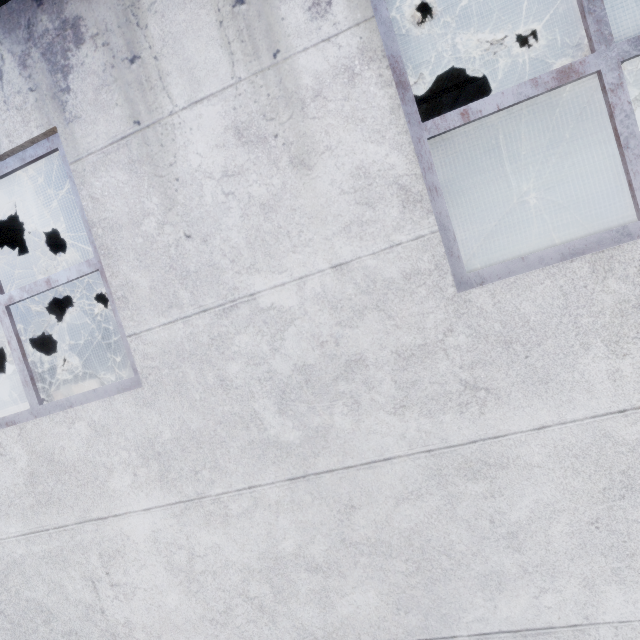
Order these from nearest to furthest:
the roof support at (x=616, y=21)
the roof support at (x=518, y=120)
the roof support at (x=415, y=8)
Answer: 1. the roof support at (x=415, y=8)
2. the roof support at (x=616, y=21)
3. the roof support at (x=518, y=120)

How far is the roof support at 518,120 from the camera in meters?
6.2 m

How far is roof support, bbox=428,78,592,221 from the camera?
6.23m

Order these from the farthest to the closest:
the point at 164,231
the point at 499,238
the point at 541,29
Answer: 1. the point at 499,238
2. the point at 541,29
3. the point at 164,231

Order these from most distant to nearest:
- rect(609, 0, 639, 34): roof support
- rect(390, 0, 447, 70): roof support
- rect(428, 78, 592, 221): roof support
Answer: rect(428, 78, 592, 221): roof support → rect(609, 0, 639, 34): roof support → rect(390, 0, 447, 70): roof support

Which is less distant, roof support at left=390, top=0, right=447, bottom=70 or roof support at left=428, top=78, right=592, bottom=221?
roof support at left=390, top=0, right=447, bottom=70

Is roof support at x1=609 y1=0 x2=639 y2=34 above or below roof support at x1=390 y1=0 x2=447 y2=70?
above
